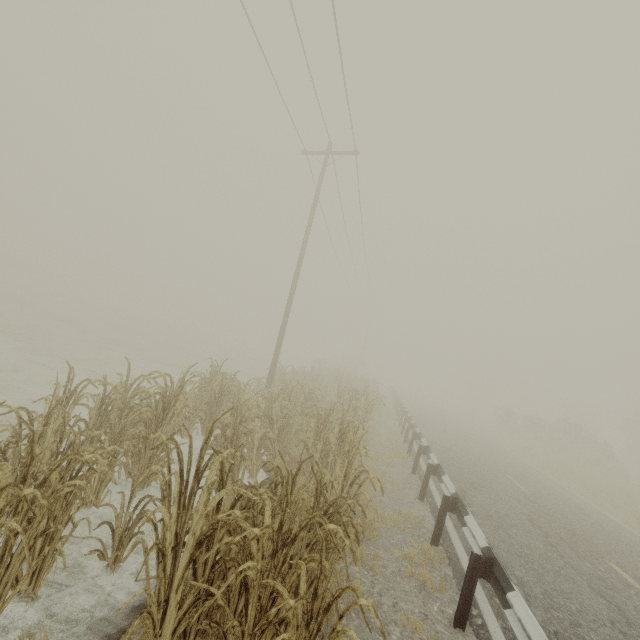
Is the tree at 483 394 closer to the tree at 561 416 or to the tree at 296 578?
the tree at 561 416

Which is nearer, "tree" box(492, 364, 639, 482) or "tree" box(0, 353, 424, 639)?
"tree" box(0, 353, 424, 639)

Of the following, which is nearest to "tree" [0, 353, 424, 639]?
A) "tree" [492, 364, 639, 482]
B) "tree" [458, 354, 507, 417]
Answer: "tree" [492, 364, 639, 482]

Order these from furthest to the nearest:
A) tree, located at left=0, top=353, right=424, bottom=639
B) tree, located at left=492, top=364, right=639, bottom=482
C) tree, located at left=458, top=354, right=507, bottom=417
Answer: tree, located at left=458, top=354, right=507, bottom=417
tree, located at left=492, top=364, right=639, bottom=482
tree, located at left=0, top=353, right=424, bottom=639

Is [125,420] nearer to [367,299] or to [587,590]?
[587,590]

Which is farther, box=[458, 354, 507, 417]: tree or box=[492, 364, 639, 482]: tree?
box=[458, 354, 507, 417]: tree

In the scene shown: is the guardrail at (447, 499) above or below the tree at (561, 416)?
below
